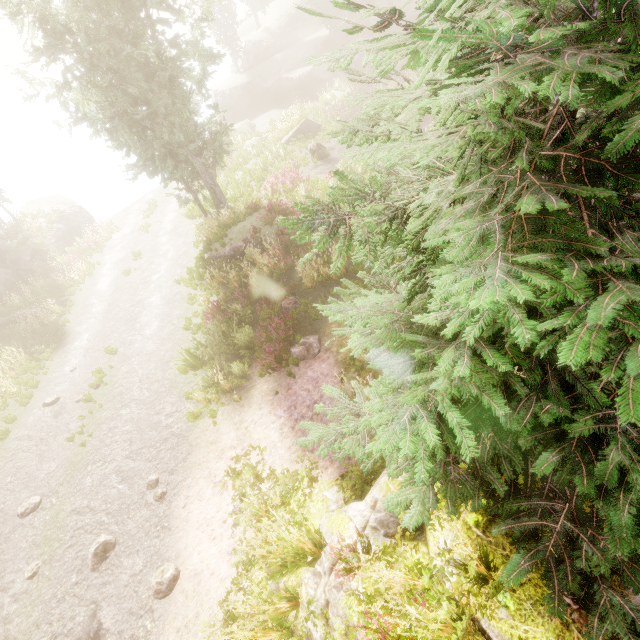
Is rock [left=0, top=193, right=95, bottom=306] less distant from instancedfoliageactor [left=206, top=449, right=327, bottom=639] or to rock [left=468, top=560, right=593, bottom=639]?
instancedfoliageactor [left=206, top=449, right=327, bottom=639]

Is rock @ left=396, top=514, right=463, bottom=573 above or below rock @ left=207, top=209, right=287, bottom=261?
above

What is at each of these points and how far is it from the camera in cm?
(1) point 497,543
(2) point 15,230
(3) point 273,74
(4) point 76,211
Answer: (1) rock, 346
(2) instancedfoliageactor, 2380
(3) rock, 3412
(4) rock, 2766

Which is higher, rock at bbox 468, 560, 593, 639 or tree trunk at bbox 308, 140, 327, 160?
rock at bbox 468, 560, 593, 639

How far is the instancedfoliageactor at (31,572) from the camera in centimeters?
776cm

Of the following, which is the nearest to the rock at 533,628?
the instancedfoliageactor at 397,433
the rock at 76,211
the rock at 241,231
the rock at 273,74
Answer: the instancedfoliageactor at 397,433

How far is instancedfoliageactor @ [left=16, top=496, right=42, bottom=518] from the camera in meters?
9.0
